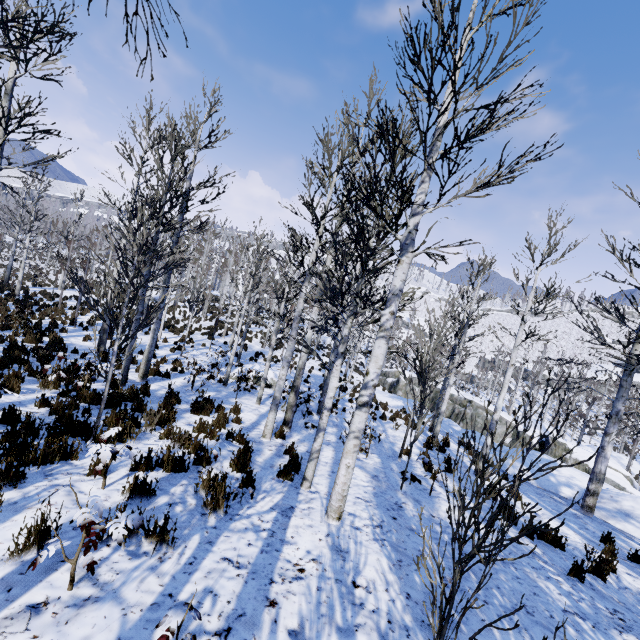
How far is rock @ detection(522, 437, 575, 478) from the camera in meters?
12.7 m

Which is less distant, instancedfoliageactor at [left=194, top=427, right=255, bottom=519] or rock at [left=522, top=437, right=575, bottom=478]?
instancedfoliageactor at [left=194, top=427, right=255, bottom=519]

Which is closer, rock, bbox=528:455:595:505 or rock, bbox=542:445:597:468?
rock, bbox=528:455:595:505

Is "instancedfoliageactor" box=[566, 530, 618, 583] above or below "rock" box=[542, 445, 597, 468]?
above

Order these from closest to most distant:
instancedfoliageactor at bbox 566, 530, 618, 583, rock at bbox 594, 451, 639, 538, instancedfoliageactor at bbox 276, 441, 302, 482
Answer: instancedfoliageactor at bbox 566, 530, 618, 583, instancedfoliageactor at bbox 276, 441, 302, 482, rock at bbox 594, 451, 639, 538

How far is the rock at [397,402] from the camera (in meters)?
20.75

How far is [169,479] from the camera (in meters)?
4.80

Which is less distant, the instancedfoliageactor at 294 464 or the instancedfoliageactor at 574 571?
the instancedfoliageactor at 574 571
